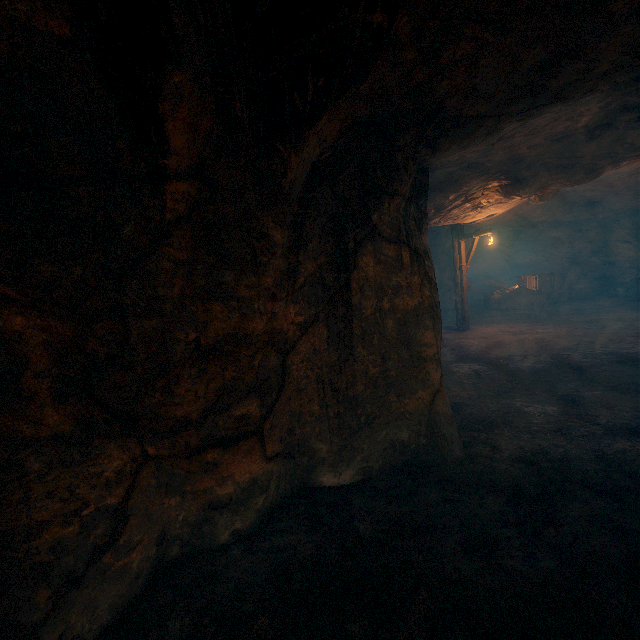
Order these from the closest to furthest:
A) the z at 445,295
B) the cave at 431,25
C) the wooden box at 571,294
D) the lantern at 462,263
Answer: the cave at 431,25 < the lantern at 462,263 < the z at 445,295 < the wooden box at 571,294

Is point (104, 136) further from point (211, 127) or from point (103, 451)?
point (103, 451)

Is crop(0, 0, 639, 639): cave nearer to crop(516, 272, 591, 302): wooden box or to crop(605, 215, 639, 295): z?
crop(605, 215, 639, 295): z

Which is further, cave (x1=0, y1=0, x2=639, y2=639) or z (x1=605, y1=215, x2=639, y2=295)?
z (x1=605, y1=215, x2=639, y2=295)

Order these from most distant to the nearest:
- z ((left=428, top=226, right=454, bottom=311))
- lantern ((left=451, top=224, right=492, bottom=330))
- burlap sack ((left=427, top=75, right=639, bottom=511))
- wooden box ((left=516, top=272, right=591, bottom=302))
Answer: wooden box ((left=516, top=272, right=591, bottom=302)) < z ((left=428, top=226, right=454, bottom=311)) < lantern ((left=451, top=224, right=492, bottom=330)) < burlap sack ((left=427, top=75, right=639, bottom=511))

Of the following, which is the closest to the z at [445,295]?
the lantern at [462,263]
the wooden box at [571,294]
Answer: the wooden box at [571,294]

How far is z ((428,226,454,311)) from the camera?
18.61m

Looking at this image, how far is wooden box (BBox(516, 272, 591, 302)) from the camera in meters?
20.1
